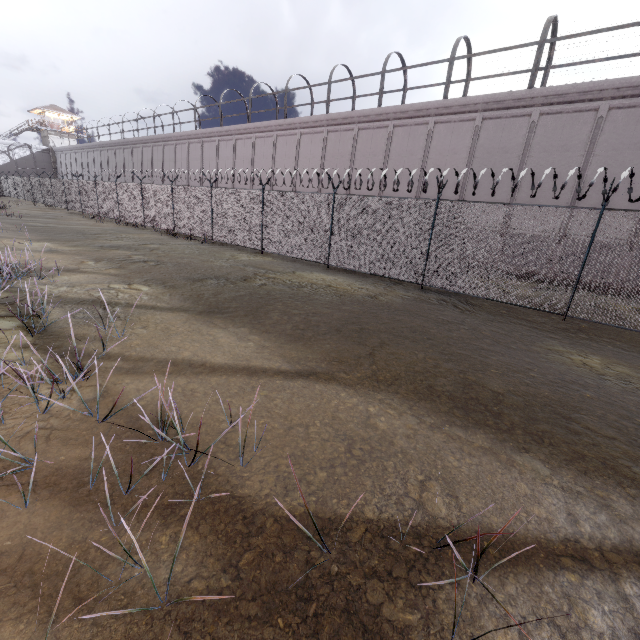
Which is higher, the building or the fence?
the building

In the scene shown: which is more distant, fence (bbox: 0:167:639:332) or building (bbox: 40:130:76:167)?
building (bbox: 40:130:76:167)

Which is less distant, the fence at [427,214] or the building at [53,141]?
the fence at [427,214]

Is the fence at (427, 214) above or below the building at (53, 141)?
below

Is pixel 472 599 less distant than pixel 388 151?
Yes

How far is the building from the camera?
55.2m
